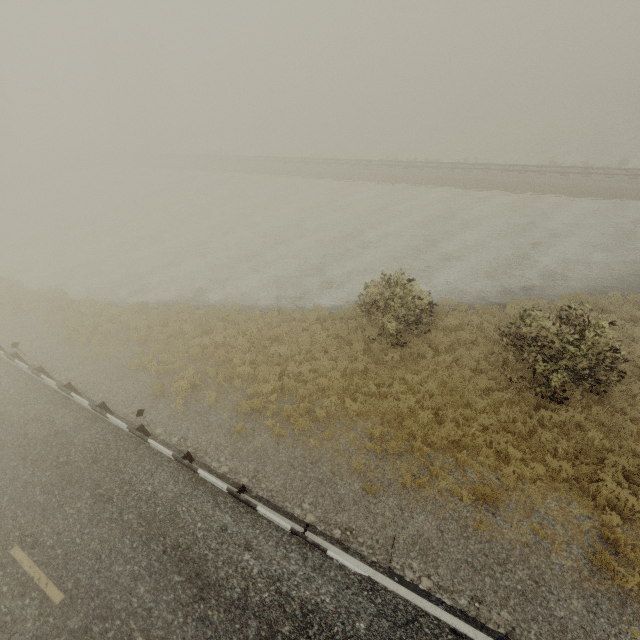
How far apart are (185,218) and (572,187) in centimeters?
3168cm
